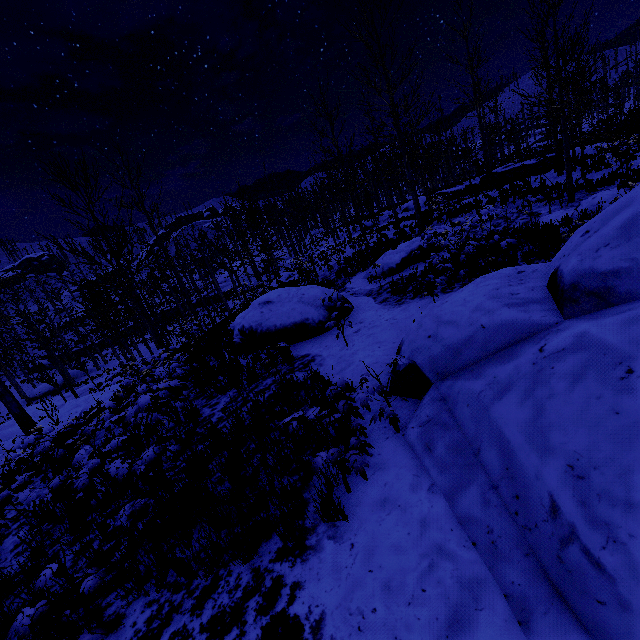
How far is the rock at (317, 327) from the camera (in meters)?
9.03

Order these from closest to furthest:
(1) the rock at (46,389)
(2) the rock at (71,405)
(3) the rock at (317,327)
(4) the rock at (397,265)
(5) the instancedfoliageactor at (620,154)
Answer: (5) the instancedfoliageactor at (620,154), (3) the rock at (317,327), (4) the rock at (397,265), (2) the rock at (71,405), (1) the rock at (46,389)

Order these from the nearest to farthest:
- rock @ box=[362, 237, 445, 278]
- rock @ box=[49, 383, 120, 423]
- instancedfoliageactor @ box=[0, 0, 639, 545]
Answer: instancedfoliageactor @ box=[0, 0, 639, 545]
rock @ box=[362, 237, 445, 278]
rock @ box=[49, 383, 120, 423]

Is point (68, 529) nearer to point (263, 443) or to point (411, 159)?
point (263, 443)

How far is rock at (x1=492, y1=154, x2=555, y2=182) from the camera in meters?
24.0 m

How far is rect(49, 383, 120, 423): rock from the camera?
15.1m

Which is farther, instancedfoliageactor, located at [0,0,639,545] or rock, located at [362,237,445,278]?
rock, located at [362,237,445,278]

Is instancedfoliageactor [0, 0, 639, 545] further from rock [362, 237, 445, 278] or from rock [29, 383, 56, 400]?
rock [29, 383, 56, 400]
